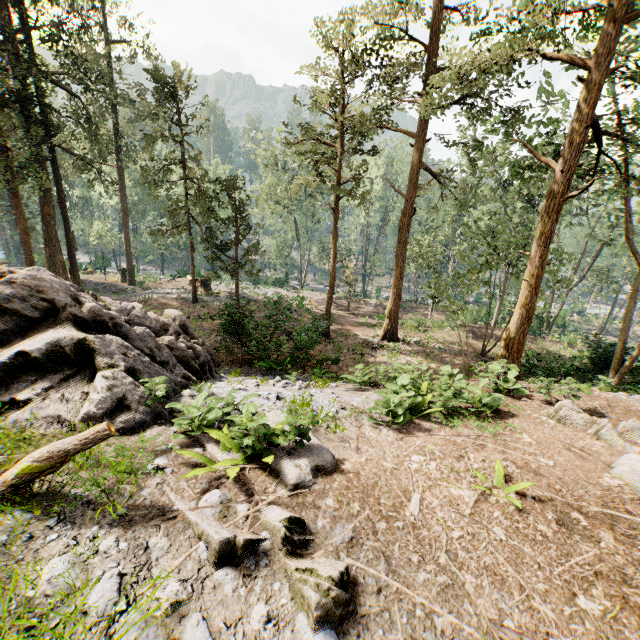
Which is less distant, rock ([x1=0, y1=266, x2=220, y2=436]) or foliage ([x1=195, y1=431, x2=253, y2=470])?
foliage ([x1=195, y1=431, x2=253, y2=470])

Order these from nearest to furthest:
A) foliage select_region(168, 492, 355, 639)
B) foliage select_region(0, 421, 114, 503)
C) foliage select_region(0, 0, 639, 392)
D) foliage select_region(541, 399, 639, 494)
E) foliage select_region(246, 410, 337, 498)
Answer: foliage select_region(168, 492, 355, 639), foliage select_region(0, 421, 114, 503), foliage select_region(246, 410, 337, 498), foliage select_region(541, 399, 639, 494), foliage select_region(0, 0, 639, 392)

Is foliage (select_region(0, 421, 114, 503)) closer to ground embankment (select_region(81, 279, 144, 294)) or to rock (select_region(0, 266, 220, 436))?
ground embankment (select_region(81, 279, 144, 294))

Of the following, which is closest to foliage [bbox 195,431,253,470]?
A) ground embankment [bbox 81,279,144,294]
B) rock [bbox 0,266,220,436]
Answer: ground embankment [bbox 81,279,144,294]

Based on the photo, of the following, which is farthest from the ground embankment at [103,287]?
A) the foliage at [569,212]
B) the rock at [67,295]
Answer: the rock at [67,295]

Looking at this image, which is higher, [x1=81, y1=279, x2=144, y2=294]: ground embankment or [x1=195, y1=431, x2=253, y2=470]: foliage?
[x1=195, y1=431, x2=253, y2=470]: foliage

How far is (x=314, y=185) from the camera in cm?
2064
